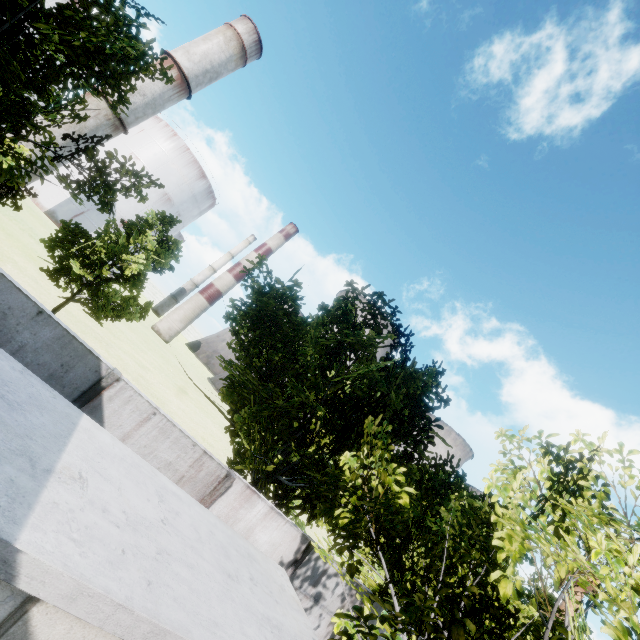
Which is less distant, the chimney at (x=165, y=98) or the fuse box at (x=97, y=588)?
the fuse box at (x=97, y=588)

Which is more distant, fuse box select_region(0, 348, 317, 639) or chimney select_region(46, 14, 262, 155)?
chimney select_region(46, 14, 262, 155)

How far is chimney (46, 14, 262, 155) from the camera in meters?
40.3

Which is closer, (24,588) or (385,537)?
(24,588)

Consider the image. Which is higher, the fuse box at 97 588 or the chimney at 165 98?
the chimney at 165 98

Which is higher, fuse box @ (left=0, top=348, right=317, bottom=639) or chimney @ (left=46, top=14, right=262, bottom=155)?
chimney @ (left=46, top=14, right=262, bottom=155)
